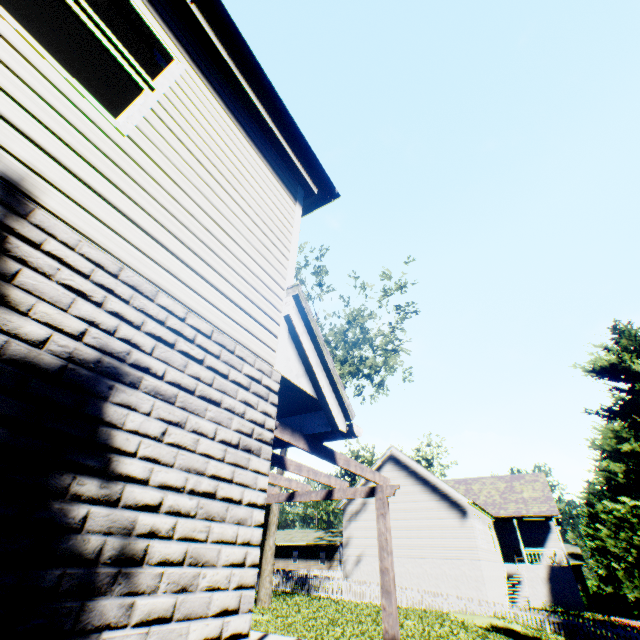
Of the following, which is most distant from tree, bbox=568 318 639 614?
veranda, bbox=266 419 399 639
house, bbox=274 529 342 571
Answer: veranda, bbox=266 419 399 639

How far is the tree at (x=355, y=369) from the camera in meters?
22.4

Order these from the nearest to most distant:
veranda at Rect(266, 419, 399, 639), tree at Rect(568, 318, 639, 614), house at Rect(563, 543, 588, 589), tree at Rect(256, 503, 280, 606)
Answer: veranda at Rect(266, 419, 399, 639) → tree at Rect(568, 318, 639, 614) → tree at Rect(256, 503, 280, 606) → house at Rect(563, 543, 588, 589)

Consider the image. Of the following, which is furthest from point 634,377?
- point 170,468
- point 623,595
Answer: point 623,595

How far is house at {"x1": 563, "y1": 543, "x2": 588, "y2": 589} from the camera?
38.16m

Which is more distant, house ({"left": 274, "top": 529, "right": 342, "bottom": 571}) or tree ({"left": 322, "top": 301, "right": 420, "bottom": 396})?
house ({"left": 274, "top": 529, "right": 342, "bottom": 571})

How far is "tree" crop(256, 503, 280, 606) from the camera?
17.66m

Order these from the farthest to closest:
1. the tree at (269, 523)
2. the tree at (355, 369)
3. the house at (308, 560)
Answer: the house at (308, 560)
the tree at (355, 369)
the tree at (269, 523)
